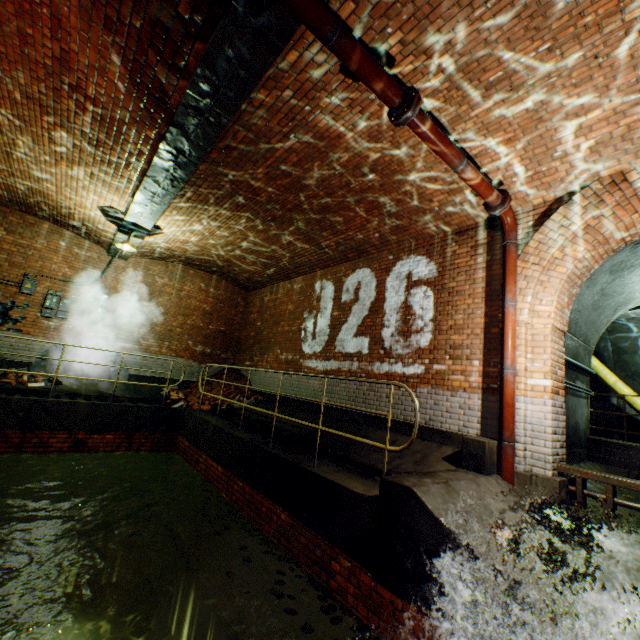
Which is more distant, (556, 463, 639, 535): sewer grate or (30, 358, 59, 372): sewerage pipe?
(30, 358, 59, 372): sewerage pipe

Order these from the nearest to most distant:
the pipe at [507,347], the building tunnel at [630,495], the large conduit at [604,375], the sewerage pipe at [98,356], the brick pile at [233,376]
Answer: the pipe at [507,347], the building tunnel at [630,495], the sewerage pipe at [98,356], the large conduit at [604,375], the brick pile at [233,376]

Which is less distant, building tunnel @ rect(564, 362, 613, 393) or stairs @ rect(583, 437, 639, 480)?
stairs @ rect(583, 437, 639, 480)

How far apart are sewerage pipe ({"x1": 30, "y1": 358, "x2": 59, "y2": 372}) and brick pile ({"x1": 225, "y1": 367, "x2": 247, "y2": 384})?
1.8 meters

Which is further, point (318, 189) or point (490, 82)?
point (318, 189)

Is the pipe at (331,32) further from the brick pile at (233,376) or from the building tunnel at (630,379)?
the brick pile at (233,376)

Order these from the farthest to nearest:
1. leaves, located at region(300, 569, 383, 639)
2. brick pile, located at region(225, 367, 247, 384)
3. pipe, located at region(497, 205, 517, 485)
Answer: brick pile, located at region(225, 367, 247, 384) < pipe, located at region(497, 205, 517, 485) < leaves, located at region(300, 569, 383, 639)

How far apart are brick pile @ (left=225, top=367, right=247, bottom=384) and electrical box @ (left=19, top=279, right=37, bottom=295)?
5.1m
